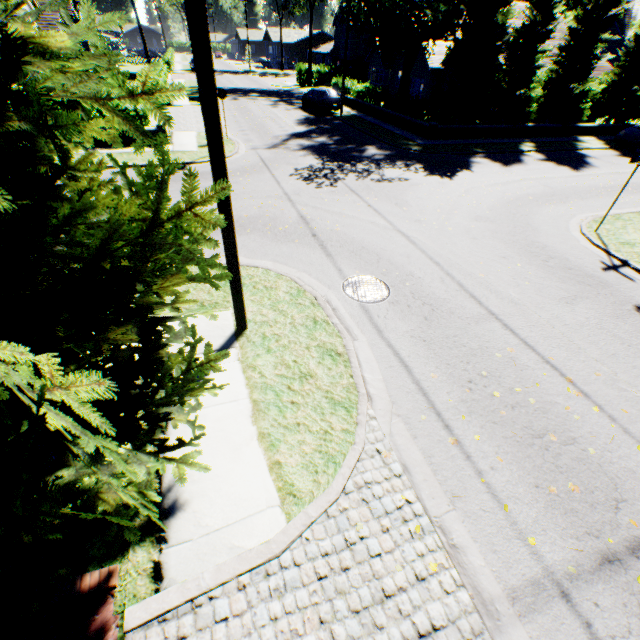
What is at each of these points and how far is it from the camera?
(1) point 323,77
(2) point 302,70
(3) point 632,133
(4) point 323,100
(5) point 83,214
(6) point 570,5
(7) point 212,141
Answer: (1) hedge, 43.4m
(2) hedge, 42.4m
(3) car, 21.3m
(4) car, 25.8m
(5) tree, 1.8m
(6) plant, 53.9m
(7) power line pole, 4.0m

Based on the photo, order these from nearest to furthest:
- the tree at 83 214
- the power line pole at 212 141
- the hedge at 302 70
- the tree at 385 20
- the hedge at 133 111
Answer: the tree at 83 214, the power line pole at 212 141, the hedge at 133 111, the tree at 385 20, the hedge at 302 70

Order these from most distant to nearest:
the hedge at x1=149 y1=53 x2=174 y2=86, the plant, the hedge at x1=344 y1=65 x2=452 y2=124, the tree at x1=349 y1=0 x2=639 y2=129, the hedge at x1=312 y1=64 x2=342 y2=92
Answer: the plant, the hedge at x1=312 y1=64 x2=342 y2=92, the hedge at x1=149 y1=53 x2=174 y2=86, the hedge at x1=344 y1=65 x2=452 y2=124, the tree at x1=349 y1=0 x2=639 y2=129

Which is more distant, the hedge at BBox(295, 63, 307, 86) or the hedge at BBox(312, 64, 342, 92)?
the hedge at BBox(295, 63, 307, 86)

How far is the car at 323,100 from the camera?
25.94m

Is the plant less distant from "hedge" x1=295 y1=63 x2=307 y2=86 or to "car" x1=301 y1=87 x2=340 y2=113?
"hedge" x1=295 y1=63 x2=307 y2=86

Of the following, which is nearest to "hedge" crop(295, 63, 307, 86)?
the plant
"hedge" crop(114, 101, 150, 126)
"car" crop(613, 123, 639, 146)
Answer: the plant

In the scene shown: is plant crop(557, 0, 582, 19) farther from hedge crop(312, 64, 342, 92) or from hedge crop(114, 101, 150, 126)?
hedge crop(114, 101, 150, 126)
